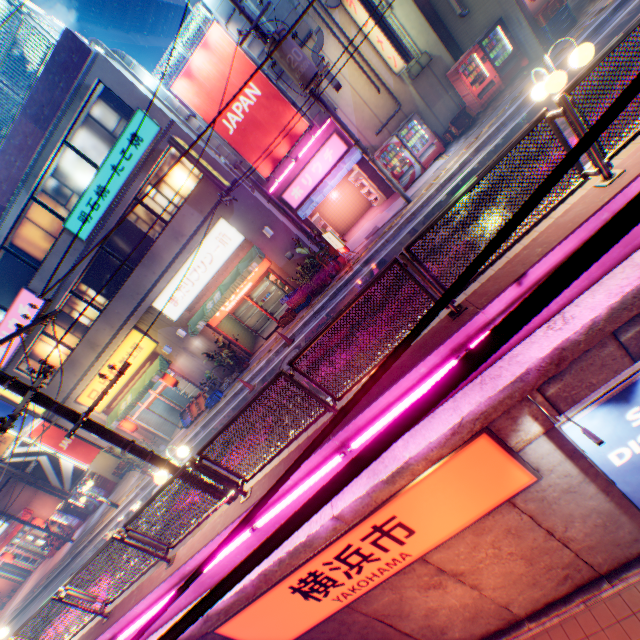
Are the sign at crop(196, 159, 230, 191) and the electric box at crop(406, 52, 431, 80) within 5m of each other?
no

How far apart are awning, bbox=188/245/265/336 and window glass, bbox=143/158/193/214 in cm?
321

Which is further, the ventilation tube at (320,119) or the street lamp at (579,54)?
the ventilation tube at (320,119)

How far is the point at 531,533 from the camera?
6.0m

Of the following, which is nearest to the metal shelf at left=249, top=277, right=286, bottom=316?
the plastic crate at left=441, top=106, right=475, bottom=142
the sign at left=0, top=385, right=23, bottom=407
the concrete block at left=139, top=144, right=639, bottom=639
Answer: the sign at left=0, top=385, right=23, bottom=407

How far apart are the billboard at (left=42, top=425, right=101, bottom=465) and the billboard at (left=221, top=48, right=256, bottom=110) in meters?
22.4 m

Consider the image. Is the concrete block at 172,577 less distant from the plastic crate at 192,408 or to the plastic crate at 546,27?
the plastic crate at 192,408

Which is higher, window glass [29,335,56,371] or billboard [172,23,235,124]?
billboard [172,23,235,124]
